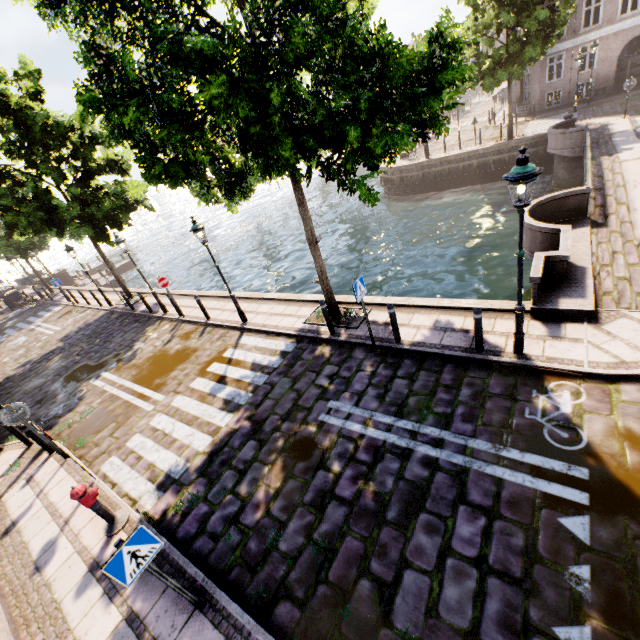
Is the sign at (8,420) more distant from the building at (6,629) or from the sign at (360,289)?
the building at (6,629)

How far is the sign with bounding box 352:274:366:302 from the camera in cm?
720

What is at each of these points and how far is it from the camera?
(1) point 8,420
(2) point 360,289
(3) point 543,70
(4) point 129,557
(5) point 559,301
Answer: (1) sign, 7.3 meters
(2) sign, 7.4 meters
(3) building, 25.9 meters
(4) sign, 3.6 meters
(5) bridge, 7.2 meters

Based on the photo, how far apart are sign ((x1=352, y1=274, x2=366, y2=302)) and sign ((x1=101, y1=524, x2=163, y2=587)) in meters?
5.4

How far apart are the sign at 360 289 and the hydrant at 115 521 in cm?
615

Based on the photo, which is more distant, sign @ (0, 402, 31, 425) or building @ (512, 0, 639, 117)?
building @ (512, 0, 639, 117)

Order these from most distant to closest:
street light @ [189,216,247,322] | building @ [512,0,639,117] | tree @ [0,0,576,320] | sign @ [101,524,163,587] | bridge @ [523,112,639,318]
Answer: building @ [512,0,639,117]
street light @ [189,216,247,322]
bridge @ [523,112,639,318]
tree @ [0,0,576,320]
sign @ [101,524,163,587]

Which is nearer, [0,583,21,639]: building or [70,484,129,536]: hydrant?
[0,583,21,639]: building
